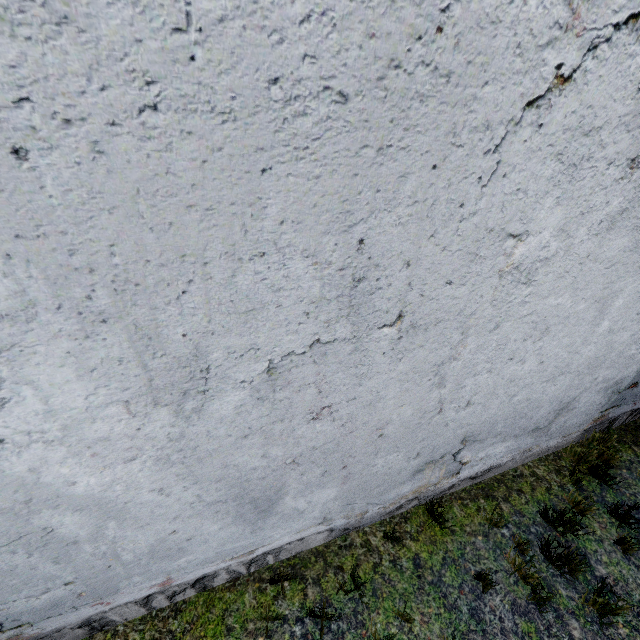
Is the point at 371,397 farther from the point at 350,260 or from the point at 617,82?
the point at 617,82
